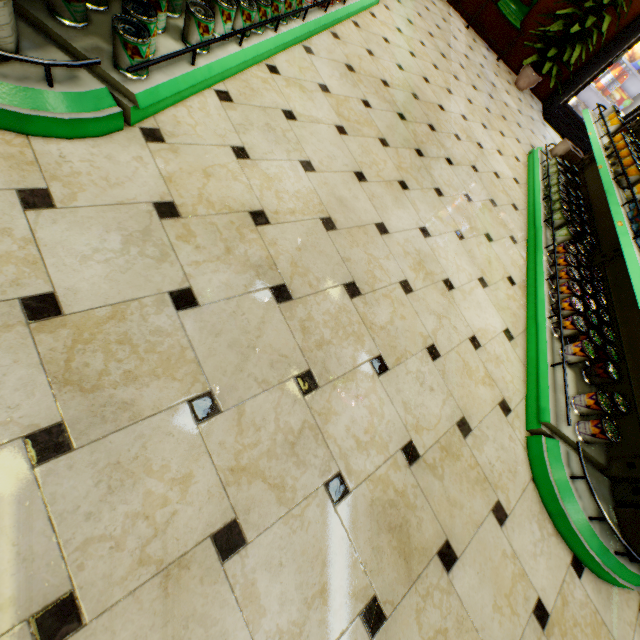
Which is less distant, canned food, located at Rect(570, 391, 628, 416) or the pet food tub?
the pet food tub

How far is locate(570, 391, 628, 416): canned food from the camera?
2.0m

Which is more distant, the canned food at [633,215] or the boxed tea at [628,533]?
the canned food at [633,215]

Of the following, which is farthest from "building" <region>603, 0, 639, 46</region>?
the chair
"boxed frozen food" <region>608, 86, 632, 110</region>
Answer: "boxed frozen food" <region>608, 86, 632, 110</region>

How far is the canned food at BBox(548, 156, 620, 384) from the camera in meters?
2.3

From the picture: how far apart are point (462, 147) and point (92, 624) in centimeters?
430cm

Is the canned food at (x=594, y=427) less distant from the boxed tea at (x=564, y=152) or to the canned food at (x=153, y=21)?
the canned food at (x=153, y=21)

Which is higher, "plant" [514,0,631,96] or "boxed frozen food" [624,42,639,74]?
"boxed frozen food" [624,42,639,74]
